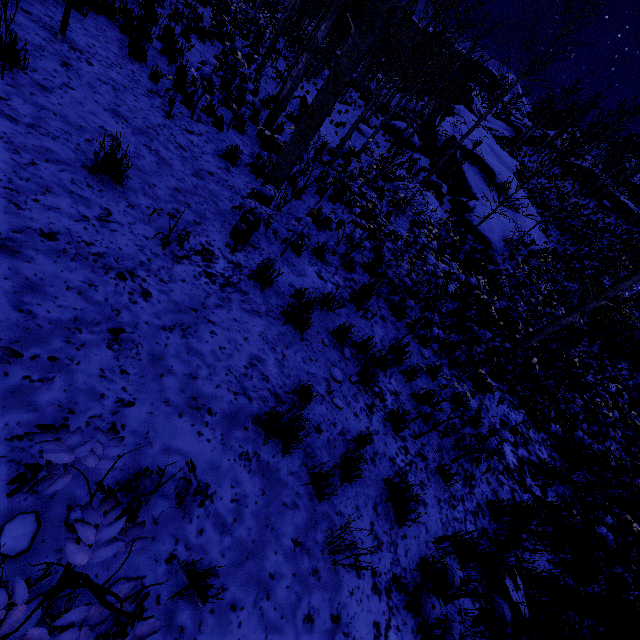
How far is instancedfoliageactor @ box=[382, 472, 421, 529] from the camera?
3.3 meters

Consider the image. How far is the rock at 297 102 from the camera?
13.39m

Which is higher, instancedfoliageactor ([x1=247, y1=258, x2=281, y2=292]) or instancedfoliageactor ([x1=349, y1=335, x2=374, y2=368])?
instancedfoliageactor ([x1=247, y1=258, x2=281, y2=292])

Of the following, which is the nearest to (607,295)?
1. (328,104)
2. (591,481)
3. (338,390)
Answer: (591,481)

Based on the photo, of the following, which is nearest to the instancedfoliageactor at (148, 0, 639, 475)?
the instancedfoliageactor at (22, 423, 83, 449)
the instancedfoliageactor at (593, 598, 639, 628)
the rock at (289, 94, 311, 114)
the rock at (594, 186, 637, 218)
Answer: the rock at (289, 94, 311, 114)

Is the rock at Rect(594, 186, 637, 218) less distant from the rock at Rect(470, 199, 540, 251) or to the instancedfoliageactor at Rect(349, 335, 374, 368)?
the instancedfoliageactor at Rect(349, 335, 374, 368)

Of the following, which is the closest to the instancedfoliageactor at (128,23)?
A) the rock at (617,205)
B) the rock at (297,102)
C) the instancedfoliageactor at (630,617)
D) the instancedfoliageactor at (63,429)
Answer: the rock at (297,102)

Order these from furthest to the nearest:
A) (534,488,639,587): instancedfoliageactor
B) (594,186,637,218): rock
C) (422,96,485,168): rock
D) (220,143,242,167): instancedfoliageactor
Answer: (594,186,637,218): rock → (422,96,485,168): rock → (220,143,242,167): instancedfoliageactor → (534,488,639,587): instancedfoliageactor
